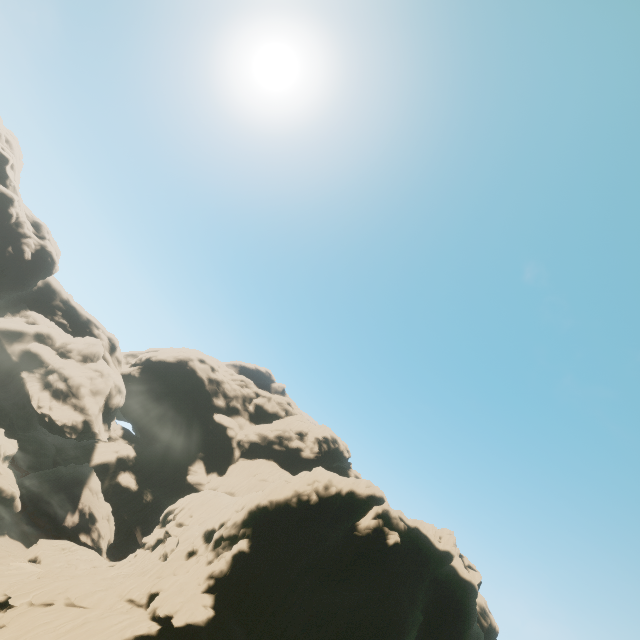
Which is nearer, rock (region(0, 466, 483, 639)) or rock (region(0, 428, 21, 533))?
rock (region(0, 466, 483, 639))

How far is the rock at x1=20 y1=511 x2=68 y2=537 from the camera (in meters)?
56.56

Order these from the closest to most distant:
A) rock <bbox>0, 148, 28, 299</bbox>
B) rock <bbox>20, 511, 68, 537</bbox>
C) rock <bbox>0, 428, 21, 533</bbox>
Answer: rock <bbox>0, 428, 21, 533</bbox> < rock <bbox>0, 148, 28, 299</bbox> < rock <bbox>20, 511, 68, 537</bbox>

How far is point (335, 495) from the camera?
35.8 meters

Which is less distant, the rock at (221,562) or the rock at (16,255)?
the rock at (221,562)
